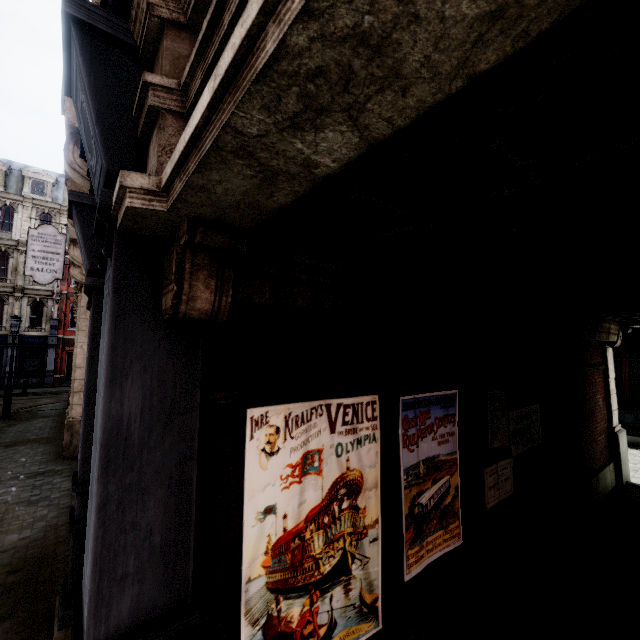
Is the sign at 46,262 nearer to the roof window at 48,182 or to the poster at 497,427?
the poster at 497,427

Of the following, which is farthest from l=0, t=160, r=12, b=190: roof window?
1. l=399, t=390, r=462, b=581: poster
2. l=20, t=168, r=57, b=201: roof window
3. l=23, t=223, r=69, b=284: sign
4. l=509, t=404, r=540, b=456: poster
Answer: l=509, t=404, r=540, b=456: poster

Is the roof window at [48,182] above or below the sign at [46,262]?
above

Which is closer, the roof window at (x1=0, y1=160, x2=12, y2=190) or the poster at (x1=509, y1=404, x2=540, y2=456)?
the poster at (x1=509, y1=404, x2=540, y2=456)

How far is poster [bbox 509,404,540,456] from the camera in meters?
4.4 m

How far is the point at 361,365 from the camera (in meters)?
2.78

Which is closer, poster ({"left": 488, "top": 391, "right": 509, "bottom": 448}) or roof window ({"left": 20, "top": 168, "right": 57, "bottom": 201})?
poster ({"left": 488, "top": 391, "right": 509, "bottom": 448})

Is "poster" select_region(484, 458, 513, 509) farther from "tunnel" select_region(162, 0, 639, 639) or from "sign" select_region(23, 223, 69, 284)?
"sign" select_region(23, 223, 69, 284)
